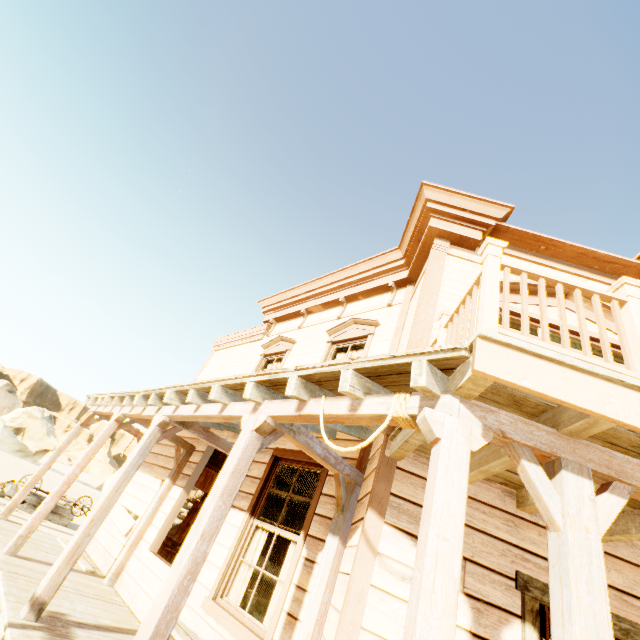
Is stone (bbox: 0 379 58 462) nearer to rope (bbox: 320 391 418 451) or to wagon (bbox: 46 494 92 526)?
wagon (bbox: 46 494 92 526)

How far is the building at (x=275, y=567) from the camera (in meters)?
11.39

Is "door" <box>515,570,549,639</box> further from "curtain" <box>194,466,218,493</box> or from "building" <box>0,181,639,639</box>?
"curtain" <box>194,466,218,493</box>

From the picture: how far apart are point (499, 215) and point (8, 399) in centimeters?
4917cm

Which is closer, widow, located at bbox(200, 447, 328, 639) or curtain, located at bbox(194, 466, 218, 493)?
widow, located at bbox(200, 447, 328, 639)

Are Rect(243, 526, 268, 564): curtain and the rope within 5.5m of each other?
yes

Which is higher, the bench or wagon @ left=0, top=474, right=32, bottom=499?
the bench

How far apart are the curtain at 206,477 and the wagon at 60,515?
5.4m
